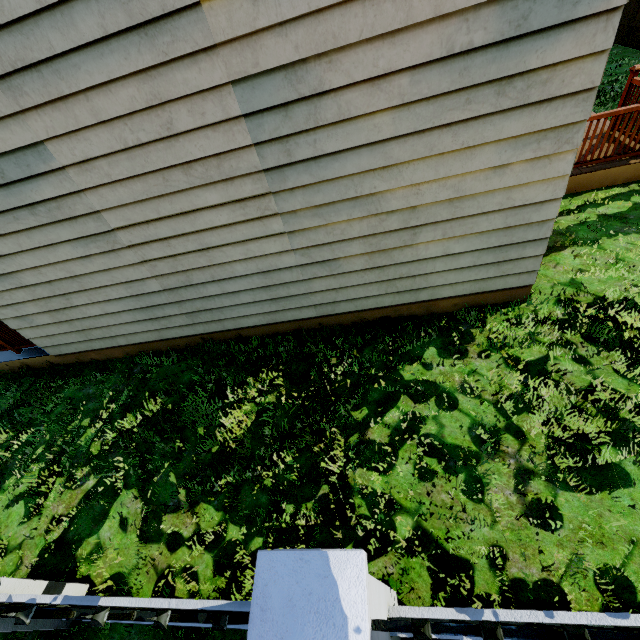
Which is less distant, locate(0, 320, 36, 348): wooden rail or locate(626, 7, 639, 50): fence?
locate(0, 320, 36, 348): wooden rail

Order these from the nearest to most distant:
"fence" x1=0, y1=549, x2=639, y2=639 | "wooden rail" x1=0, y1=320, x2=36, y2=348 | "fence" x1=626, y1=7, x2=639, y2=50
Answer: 1. "fence" x1=0, y1=549, x2=639, y2=639
2. "wooden rail" x1=0, y1=320, x2=36, y2=348
3. "fence" x1=626, y1=7, x2=639, y2=50

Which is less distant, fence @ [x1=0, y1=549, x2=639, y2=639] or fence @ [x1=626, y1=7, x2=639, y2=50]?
fence @ [x1=0, y1=549, x2=639, y2=639]

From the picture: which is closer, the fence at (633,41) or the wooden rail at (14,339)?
the wooden rail at (14,339)

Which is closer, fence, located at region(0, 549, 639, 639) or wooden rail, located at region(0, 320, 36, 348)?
fence, located at region(0, 549, 639, 639)

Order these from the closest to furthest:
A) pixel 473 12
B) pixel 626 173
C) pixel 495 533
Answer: pixel 473 12 < pixel 495 533 < pixel 626 173

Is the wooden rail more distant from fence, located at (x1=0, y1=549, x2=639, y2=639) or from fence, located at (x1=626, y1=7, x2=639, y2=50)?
fence, located at (x1=626, y1=7, x2=639, y2=50)

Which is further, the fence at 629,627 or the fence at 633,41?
the fence at 633,41
